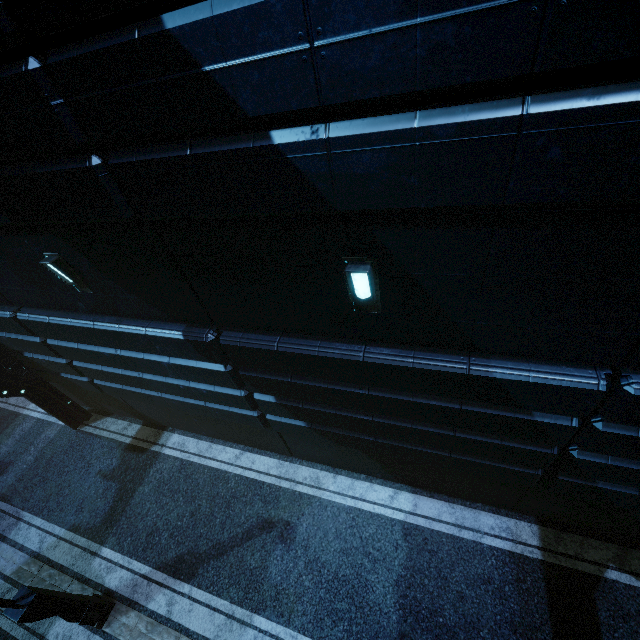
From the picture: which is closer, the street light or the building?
the building

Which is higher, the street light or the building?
the building

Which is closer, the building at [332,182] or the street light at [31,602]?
the building at [332,182]

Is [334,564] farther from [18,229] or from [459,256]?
[18,229]

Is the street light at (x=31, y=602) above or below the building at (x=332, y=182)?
below
